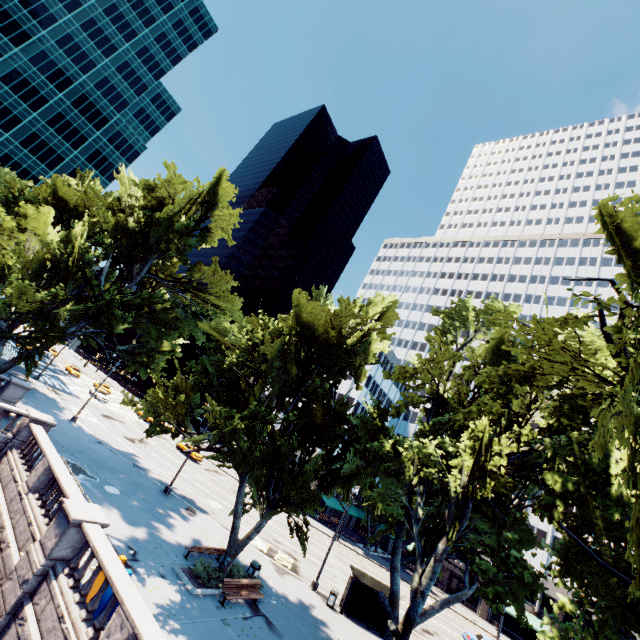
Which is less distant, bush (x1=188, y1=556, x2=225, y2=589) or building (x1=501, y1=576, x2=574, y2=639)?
bush (x1=188, y1=556, x2=225, y2=589)

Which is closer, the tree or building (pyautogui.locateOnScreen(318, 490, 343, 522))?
the tree

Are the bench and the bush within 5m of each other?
yes

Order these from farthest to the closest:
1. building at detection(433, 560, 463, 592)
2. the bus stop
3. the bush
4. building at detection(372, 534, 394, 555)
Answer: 1. building at detection(372, 534, 394, 555)
2. building at detection(433, 560, 463, 592)
3. the bus stop
4. the bush

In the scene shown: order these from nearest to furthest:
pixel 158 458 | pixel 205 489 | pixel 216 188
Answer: pixel 216 188 → pixel 205 489 → pixel 158 458

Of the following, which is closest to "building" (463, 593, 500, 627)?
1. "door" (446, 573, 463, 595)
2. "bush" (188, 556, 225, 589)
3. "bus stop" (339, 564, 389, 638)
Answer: "door" (446, 573, 463, 595)

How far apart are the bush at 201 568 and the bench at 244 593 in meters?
0.6

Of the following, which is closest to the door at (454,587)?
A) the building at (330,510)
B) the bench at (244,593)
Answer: the building at (330,510)
